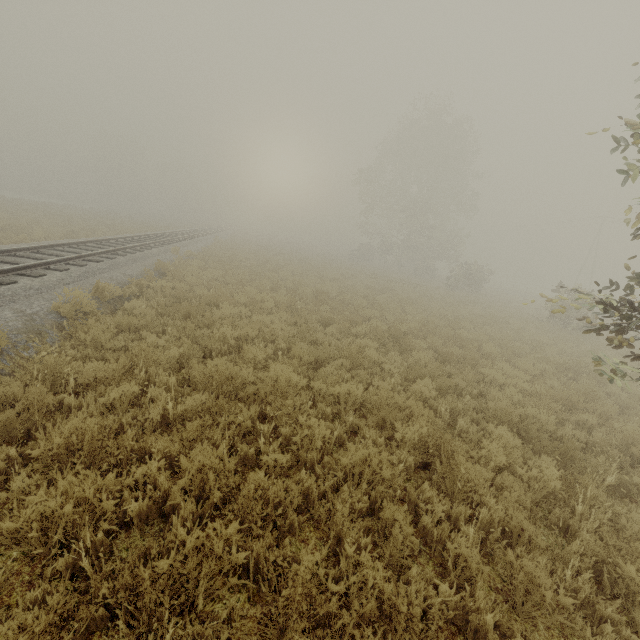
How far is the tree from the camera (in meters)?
34.25

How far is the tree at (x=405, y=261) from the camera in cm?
3425

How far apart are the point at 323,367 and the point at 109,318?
5.16m
